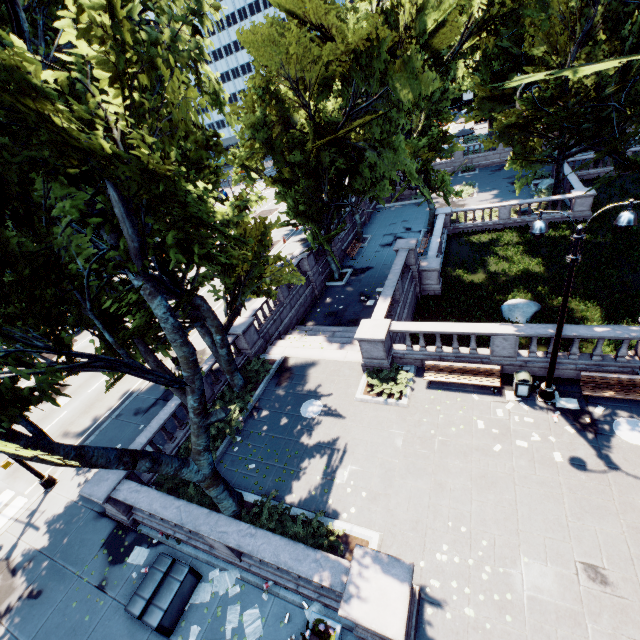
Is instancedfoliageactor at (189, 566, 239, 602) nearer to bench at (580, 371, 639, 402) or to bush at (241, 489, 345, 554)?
bush at (241, 489, 345, 554)

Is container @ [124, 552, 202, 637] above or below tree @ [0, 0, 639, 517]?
below

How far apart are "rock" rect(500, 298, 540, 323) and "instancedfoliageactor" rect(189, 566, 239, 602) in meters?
18.3

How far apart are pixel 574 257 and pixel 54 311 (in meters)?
13.16

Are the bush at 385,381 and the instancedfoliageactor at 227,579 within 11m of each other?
yes

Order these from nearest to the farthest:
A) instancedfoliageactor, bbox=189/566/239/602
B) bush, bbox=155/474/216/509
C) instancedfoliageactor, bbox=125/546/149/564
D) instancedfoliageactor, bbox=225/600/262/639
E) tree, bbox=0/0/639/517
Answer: tree, bbox=0/0/639/517
instancedfoliageactor, bbox=225/600/262/639
instancedfoliageactor, bbox=189/566/239/602
instancedfoliageactor, bbox=125/546/149/564
bush, bbox=155/474/216/509

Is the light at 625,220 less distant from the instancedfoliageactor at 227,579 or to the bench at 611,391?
the bench at 611,391

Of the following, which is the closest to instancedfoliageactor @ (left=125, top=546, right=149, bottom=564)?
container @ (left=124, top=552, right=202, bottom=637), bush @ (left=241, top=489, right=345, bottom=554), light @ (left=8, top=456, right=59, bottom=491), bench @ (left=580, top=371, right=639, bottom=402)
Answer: container @ (left=124, top=552, right=202, bottom=637)
